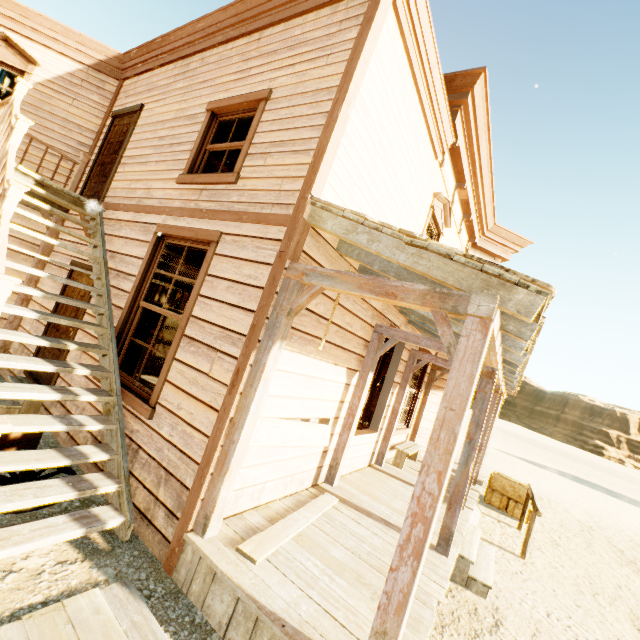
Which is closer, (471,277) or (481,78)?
(471,277)

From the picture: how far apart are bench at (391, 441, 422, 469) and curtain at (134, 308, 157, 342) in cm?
564

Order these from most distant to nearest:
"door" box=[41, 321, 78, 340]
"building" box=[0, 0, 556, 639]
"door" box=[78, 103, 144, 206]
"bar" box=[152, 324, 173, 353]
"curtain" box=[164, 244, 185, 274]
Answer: "bar" box=[152, 324, 173, 353]
"door" box=[78, 103, 144, 206]
"door" box=[41, 321, 78, 340]
"curtain" box=[164, 244, 185, 274]
"building" box=[0, 0, 556, 639]

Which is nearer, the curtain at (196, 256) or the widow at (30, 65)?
the curtain at (196, 256)

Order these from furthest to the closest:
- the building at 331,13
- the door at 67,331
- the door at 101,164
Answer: the door at 101,164, the door at 67,331, the building at 331,13

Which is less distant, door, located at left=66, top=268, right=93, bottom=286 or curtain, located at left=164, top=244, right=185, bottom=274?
curtain, located at left=164, top=244, right=185, bottom=274

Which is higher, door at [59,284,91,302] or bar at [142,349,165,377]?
door at [59,284,91,302]

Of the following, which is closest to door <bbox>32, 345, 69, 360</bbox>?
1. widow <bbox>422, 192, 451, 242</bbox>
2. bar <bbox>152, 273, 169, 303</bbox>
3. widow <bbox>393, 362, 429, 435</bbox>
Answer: bar <bbox>152, 273, 169, 303</bbox>
